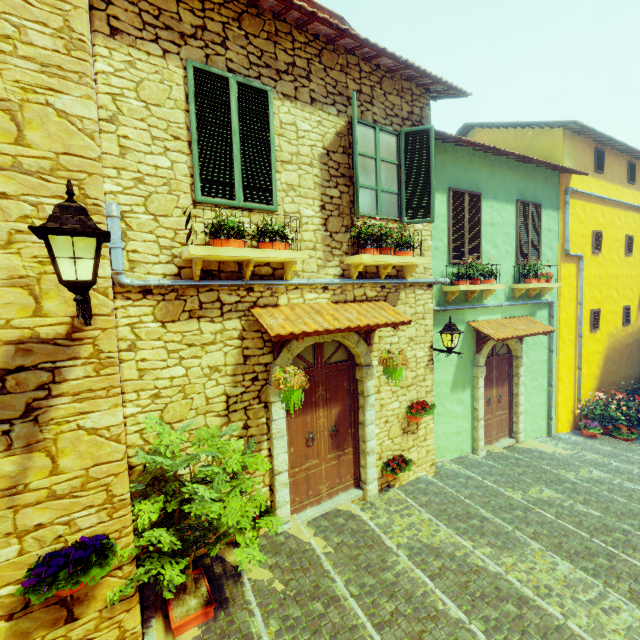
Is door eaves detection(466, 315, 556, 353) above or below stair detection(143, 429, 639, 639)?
above

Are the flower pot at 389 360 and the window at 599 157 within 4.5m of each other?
no

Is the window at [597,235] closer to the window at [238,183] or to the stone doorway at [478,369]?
the stone doorway at [478,369]

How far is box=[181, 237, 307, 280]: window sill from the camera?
3.6 meters

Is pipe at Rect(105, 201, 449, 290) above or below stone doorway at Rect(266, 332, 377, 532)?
above

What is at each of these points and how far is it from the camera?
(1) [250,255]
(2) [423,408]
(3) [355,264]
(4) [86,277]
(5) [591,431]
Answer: (1) window sill, 3.9m
(2) flower pot, 6.2m
(3) window sill, 5.2m
(4) street light, 2.0m
(5) flower pot, 9.4m

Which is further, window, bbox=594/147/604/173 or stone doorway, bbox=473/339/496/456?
window, bbox=594/147/604/173

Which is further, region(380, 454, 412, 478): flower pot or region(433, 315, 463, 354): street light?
region(433, 315, 463, 354): street light
